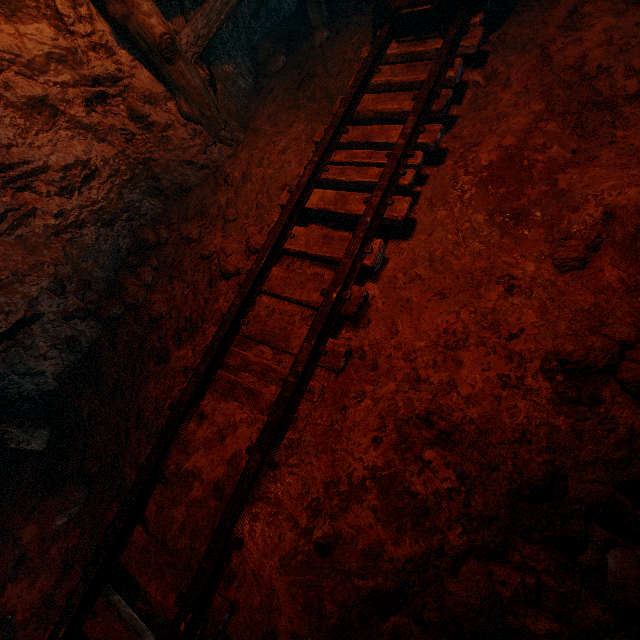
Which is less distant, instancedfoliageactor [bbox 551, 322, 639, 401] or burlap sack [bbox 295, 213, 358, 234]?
instancedfoliageactor [bbox 551, 322, 639, 401]

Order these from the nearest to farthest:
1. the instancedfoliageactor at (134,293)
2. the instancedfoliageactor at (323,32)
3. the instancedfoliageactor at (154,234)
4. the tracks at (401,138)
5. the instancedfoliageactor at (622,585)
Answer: the instancedfoliageactor at (622,585) → the tracks at (401,138) → the instancedfoliageactor at (134,293) → the instancedfoliageactor at (154,234) → the instancedfoliageactor at (323,32)

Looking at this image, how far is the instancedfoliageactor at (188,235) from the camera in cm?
336

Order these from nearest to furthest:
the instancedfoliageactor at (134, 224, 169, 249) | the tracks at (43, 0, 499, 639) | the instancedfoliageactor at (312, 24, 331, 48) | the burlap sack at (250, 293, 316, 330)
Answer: the tracks at (43, 0, 499, 639), the burlap sack at (250, 293, 316, 330), the instancedfoliageactor at (134, 224, 169, 249), the instancedfoliageactor at (312, 24, 331, 48)

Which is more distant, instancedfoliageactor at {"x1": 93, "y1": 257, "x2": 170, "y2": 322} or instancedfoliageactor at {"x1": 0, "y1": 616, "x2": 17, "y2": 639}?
instancedfoliageactor at {"x1": 93, "y1": 257, "x2": 170, "y2": 322}

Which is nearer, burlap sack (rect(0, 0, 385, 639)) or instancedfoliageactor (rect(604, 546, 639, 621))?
instancedfoliageactor (rect(604, 546, 639, 621))

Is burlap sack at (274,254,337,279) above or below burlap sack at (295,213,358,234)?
below

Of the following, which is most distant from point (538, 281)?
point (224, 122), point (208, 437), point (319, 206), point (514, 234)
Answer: point (224, 122)
